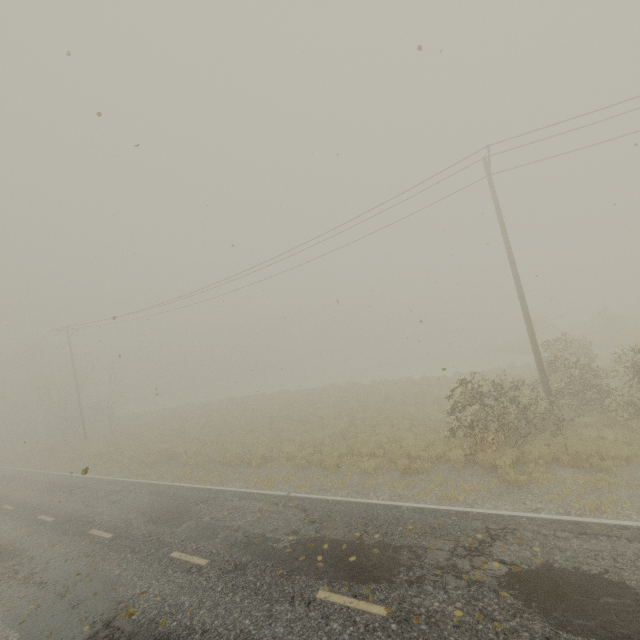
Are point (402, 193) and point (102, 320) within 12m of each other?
no
